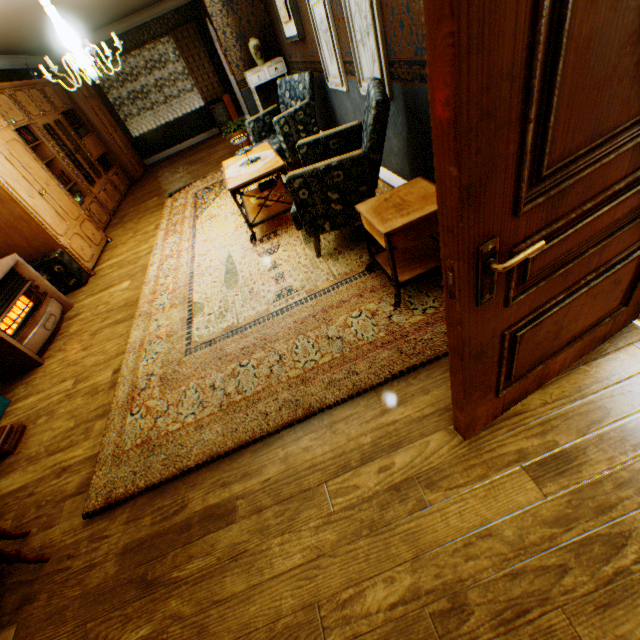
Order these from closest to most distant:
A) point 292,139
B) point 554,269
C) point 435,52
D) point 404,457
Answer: point 435,52, point 554,269, point 404,457, point 292,139

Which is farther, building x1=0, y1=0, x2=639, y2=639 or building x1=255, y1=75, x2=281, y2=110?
building x1=255, y1=75, x2=281, y2=110

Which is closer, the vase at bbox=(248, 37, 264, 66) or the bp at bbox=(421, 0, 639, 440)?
the bp at bbox=(421, 0, 639, 440)

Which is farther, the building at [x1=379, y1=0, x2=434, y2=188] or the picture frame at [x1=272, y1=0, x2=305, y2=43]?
the picture frame at [x1=272, y1=0, x2=305, y2=43]

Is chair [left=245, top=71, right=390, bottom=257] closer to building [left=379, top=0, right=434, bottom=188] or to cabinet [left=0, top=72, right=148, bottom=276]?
building [left=379, top=0, right=434, bottom=188]

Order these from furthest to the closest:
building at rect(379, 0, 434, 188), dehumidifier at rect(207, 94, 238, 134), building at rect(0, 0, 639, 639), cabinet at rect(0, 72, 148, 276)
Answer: dehumidifier at rect(207, 94, 238, 134), cabinet at rect(0, 72, 148, 276), building at rect(379, 0, 434, 188), building at rect(0, 0, 639, 639)

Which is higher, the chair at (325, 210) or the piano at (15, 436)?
the chair at (325, 210)

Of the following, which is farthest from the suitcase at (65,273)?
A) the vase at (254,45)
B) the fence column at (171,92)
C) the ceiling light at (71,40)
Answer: the fence column at (171,92)
